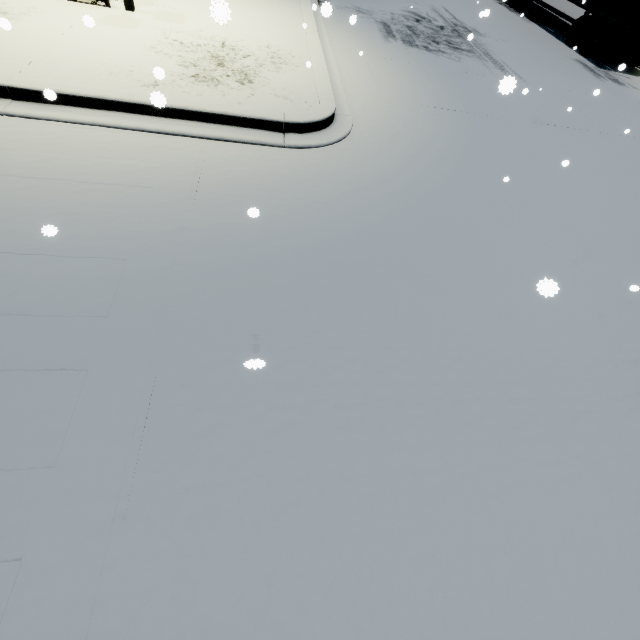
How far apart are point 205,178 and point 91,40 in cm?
467
